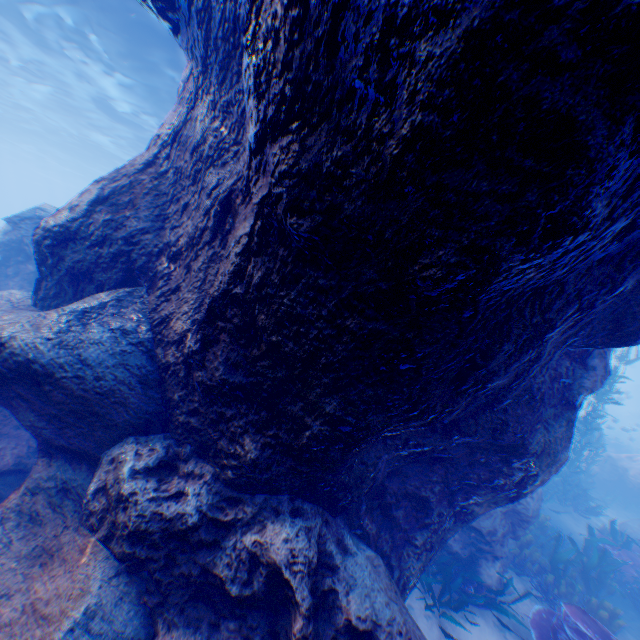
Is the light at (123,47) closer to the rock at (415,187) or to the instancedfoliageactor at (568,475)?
the rock at (415,187)

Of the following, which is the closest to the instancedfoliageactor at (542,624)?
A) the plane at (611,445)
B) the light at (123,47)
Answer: the plane at (611,445)

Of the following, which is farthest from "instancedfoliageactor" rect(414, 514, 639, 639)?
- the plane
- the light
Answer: the light

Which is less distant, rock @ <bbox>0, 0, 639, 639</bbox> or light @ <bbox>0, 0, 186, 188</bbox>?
rock @ <bbox>0, 0, 639, 639</bbox>

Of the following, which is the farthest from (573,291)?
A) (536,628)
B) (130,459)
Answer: (536,628)

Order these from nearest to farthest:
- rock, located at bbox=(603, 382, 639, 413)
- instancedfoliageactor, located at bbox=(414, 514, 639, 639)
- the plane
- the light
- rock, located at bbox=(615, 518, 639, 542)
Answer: instancedfoliageactor, located at bbox=(414, 514, 639, 639) → rock, located at bbox=(615, 518, 639, 542) → the light → the plane → rock, located at bbox=(603, 382, 639, 413)

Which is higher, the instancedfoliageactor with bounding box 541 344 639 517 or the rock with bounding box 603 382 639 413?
the rock with bounding box 603 382 639 413
